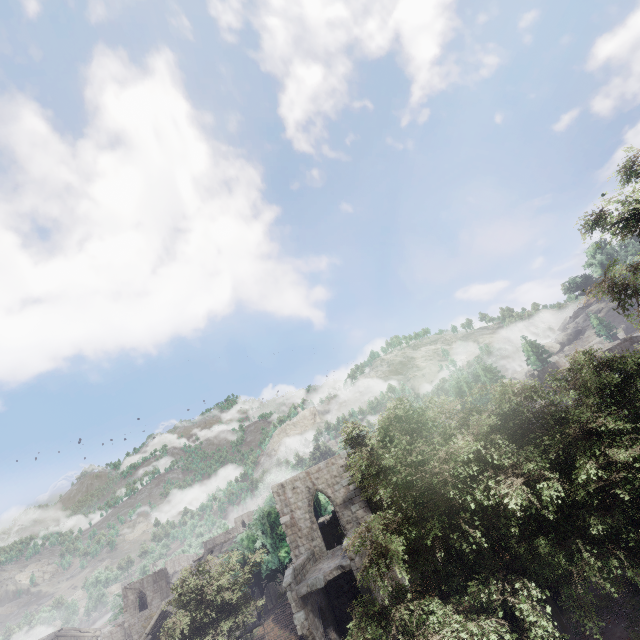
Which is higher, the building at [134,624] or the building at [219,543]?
the building at [219,543]

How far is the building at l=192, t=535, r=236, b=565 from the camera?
43.58m

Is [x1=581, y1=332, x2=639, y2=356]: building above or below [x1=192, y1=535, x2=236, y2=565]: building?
above

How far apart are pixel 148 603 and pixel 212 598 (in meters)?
45.40

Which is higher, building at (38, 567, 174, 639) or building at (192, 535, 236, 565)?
building at (192, 535, 236, 565)

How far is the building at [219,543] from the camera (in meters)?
43.58

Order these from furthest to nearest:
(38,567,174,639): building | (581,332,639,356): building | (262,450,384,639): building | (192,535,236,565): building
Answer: (38,567,174,639): building
(192,535,236,565): building
(581,332,639,356): building
(262,450,384,639): building
